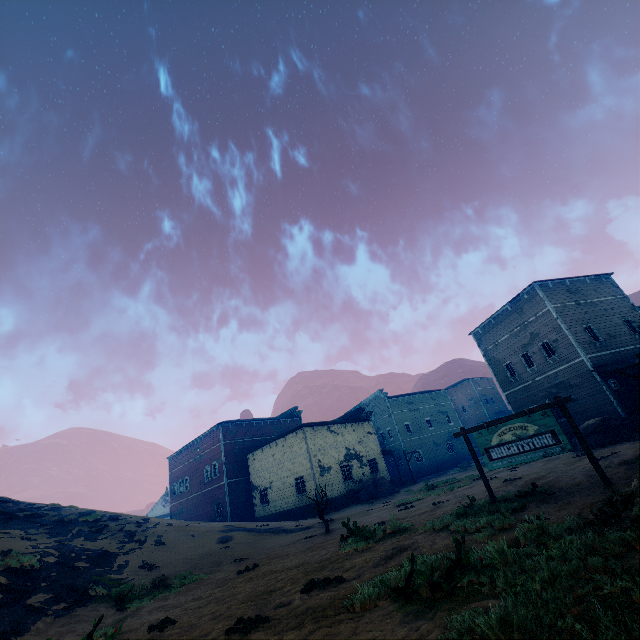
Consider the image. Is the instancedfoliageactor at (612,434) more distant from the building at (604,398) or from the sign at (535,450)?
the sign at (535,450)

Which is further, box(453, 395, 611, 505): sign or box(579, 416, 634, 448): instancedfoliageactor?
box(579, 416, 634, 448): instancedfoliageactor

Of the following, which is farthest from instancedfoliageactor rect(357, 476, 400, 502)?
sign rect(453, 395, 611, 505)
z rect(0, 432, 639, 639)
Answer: sign rect(453, 395, 611, 505)

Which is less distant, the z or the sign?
the z

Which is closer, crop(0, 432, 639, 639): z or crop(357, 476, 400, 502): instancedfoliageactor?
crop(0, 432, 639, 639): z

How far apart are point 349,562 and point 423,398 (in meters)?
45.92

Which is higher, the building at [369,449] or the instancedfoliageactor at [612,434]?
the building at [369,449]

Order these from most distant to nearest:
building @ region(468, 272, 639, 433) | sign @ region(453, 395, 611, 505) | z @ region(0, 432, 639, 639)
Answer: building @ region(468, 272, 639, 433), sign @ region(453, 395, 611, 505), z @ region(0, 432, 639, 639)
